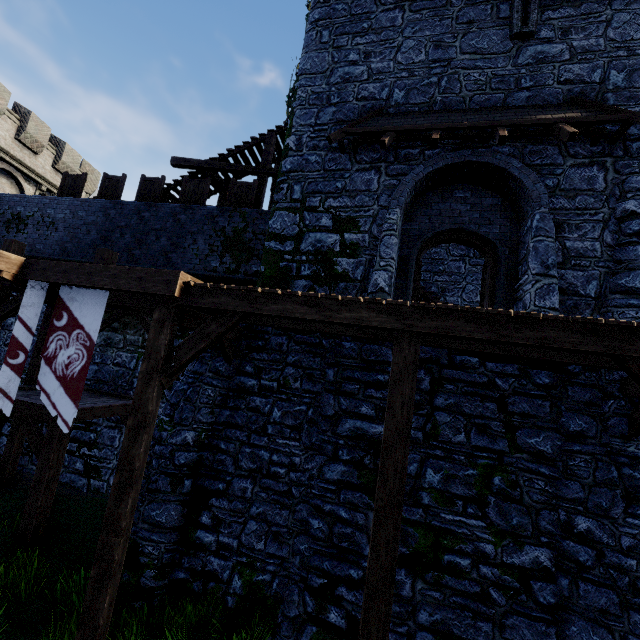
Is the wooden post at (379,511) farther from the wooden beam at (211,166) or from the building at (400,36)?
the wooden beam at (211,166)

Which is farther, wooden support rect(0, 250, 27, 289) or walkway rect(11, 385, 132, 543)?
walkway rect(11, 385, 132, 543)

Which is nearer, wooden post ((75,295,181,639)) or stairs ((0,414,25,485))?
wooden post ((75,295,181,639))

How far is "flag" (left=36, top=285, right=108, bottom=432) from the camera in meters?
5.9

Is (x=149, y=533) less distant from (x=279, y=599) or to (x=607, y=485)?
(x=279, y=599)

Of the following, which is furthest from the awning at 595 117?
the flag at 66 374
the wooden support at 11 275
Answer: the wooden support at 11 275

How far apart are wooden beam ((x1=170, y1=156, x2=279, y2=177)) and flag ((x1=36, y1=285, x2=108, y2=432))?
8.8 meters

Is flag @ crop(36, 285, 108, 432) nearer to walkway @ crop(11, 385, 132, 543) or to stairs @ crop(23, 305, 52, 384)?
walkway @ crop(11, 385, 132, 543)
